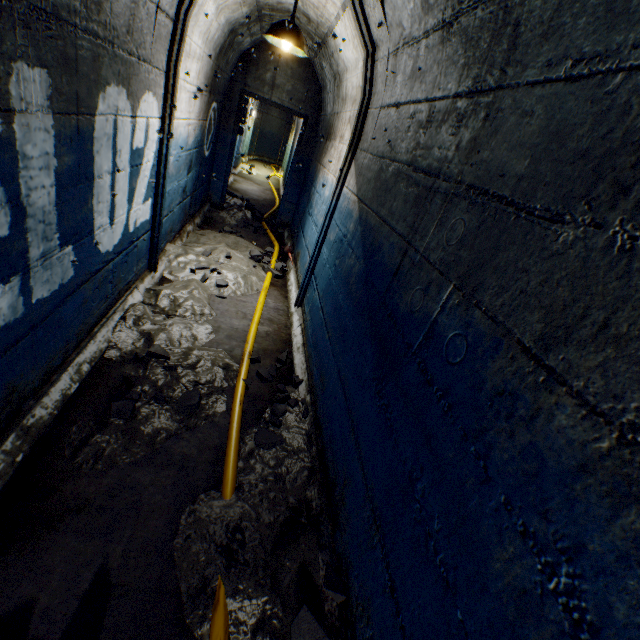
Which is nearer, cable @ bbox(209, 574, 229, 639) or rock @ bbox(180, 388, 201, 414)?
cable @ bbox(209, 574, 229, 639)

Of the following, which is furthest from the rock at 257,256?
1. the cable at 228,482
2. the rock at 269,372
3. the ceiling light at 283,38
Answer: the ceiling light at 283,38

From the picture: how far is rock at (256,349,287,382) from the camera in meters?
2.8

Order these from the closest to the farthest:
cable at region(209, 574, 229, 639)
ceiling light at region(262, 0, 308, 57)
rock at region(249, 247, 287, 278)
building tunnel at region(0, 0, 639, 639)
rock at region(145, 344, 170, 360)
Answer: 1. building tunnel at region(0, 0, 639, 639)
2. cable at region(209, 574, 229, 639)
3. rock at region(145, 344, 170, 360)
4. ceiling light at region(262, 0, 308, 57)
5. rock at region(249, 247, 287, 278)

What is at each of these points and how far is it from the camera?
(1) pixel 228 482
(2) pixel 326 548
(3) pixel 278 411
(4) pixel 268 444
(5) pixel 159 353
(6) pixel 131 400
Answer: (1) cable, 1.9m
(2) building tunnel, 1.7m
(3) rock, 2.5m
(4) rock, 2.1m
(5) rock, 2.4m
(6) rock, 2.1m

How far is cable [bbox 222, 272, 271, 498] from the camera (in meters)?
1.89

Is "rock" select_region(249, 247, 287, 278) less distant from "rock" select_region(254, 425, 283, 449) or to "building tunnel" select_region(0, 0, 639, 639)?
"building tunnel" select_region(0, 0, 639, 639)

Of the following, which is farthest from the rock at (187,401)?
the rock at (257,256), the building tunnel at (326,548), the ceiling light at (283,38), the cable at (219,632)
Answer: the ceiling light at (283,38)
